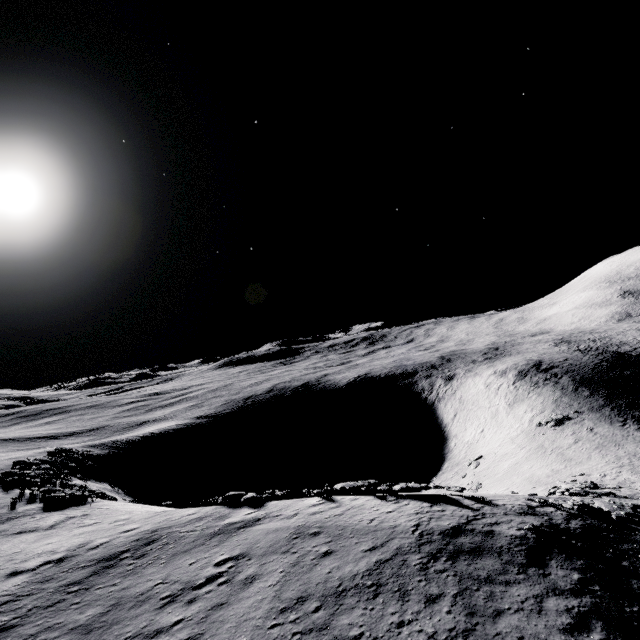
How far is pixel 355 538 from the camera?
13.7 meters
